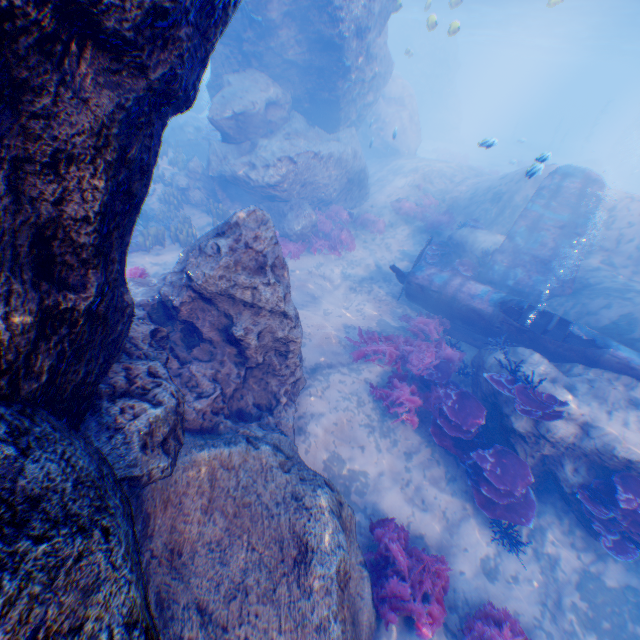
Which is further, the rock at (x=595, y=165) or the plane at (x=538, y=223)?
the rock at (x=595, y=165)

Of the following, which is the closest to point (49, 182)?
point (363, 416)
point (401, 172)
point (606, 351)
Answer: point (363, 416)

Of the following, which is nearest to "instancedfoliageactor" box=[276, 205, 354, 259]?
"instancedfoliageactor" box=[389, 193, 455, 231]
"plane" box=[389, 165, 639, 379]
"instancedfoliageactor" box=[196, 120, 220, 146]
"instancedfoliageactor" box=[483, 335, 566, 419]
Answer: "instancedfoliageactor" box=[389, 193, 455, 231]

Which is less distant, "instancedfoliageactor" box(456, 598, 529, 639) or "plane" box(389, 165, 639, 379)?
"instancedfoliageactor" box(456, 598, 529, 639)

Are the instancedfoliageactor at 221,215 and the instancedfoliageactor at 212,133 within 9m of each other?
yes

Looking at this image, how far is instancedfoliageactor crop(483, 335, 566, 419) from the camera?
6.7 meters

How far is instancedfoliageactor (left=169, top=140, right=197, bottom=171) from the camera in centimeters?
1609cm

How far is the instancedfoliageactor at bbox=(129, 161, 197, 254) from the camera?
11.5m
